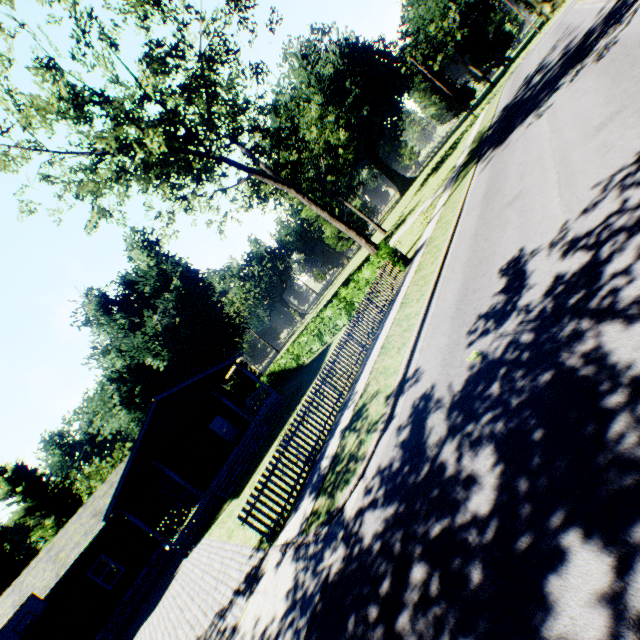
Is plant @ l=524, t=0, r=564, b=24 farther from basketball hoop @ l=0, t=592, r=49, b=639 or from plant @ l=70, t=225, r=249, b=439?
basketball hoop @ l=0, t=592, r=49, b=639

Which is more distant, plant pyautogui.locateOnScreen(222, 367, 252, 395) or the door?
plant pyautogui.locateOnScreen(222, 367, 252, 395)

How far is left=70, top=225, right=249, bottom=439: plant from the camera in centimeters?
3288cm

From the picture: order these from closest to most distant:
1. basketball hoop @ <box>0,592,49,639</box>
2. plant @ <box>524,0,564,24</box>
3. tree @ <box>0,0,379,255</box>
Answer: tree @ <box>0,0,379,255</box> < basketball hoop @ <box>0,592,49,639</box> < plant @ <box>524,0,564,24</box>

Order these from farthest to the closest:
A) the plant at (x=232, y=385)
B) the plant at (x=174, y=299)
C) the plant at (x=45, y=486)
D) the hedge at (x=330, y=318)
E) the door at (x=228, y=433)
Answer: the plant at (x=232, y=385), the plant at (x=45, y=486), the plant at (x=174, y=299), the door at (x=228, y=433), the hedge at (x=330, y=318)

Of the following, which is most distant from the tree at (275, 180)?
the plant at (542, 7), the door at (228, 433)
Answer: the plant at (542, 7)

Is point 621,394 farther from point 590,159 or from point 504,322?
point 590,159

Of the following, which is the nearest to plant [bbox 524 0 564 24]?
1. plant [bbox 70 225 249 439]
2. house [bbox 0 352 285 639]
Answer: plant [bbox 70 225 249 439]
